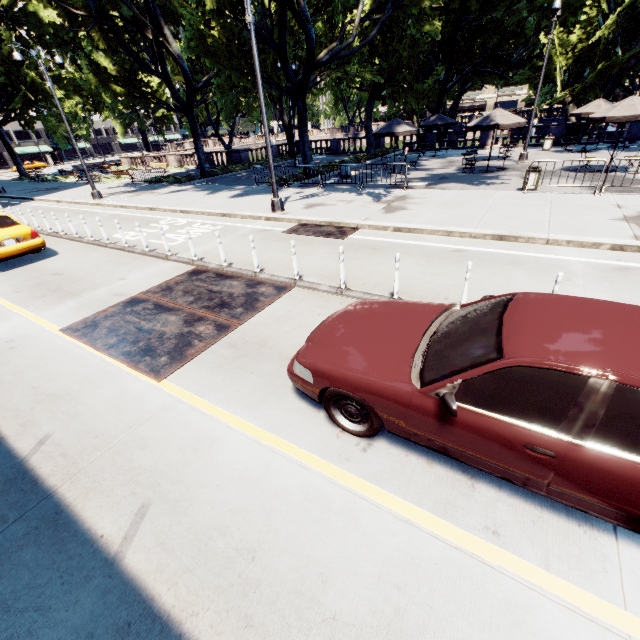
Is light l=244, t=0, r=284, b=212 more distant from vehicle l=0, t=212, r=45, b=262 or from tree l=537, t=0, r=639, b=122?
vehicle l=0, t=212, r=45, b=262

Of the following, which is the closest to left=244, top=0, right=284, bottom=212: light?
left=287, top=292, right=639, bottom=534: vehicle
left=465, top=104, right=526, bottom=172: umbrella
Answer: left=287, top=292, right=639, bottom=534: vehicle

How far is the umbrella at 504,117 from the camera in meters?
15.9 m

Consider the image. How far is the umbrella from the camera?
15.9m

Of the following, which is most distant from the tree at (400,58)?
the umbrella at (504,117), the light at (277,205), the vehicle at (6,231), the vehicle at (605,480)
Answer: the vehicle at (605,480)

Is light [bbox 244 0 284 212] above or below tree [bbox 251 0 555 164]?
below

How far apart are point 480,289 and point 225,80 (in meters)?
19.95
